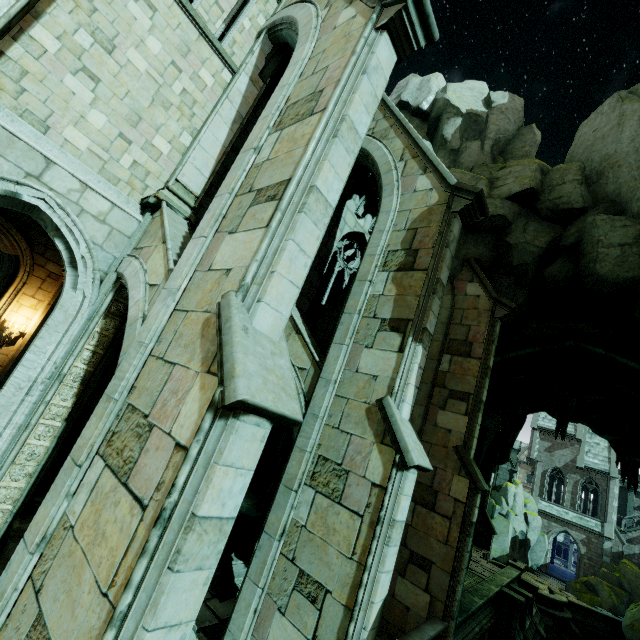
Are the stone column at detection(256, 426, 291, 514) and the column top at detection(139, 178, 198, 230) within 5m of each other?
no

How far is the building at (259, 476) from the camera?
14.8 meters

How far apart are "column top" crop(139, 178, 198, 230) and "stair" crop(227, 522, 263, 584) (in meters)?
8.71

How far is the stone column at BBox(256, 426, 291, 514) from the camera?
11.9m

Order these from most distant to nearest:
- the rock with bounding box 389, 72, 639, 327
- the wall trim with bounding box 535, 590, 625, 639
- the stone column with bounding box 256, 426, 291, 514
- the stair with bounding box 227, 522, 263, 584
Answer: the wall trim with bounding box 535, 590, 625, 639 → the stone column with bounding box 256, 426, 291, 514 → the rock with bounding box 389, 72, 639, 327 → the stair with bounding box 227, 522, 263, 584

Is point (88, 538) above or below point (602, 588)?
above

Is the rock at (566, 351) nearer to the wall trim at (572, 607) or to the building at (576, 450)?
the building at (576, 450)

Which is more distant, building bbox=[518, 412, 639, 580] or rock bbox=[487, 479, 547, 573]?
building bbox=[518, 412, 639, 580]
